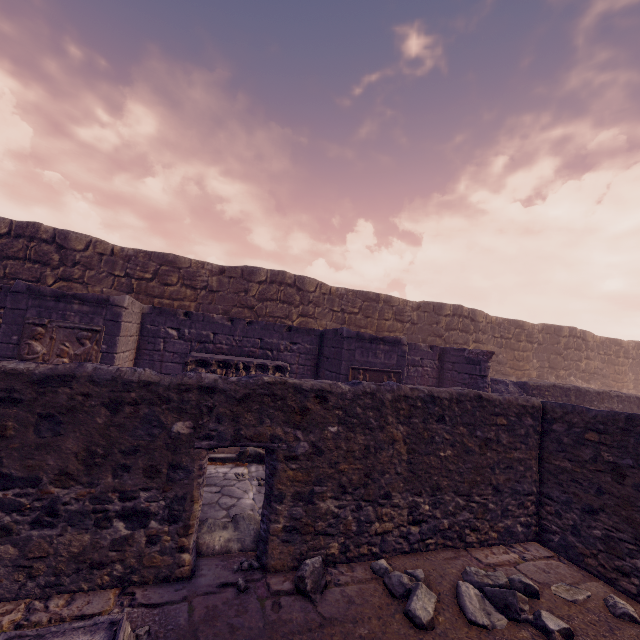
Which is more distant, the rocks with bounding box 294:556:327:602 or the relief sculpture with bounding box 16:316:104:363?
the relief sculpture with bounding box 16:316:104:363

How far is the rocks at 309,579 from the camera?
2.92m

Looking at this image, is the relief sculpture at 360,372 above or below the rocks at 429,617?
above

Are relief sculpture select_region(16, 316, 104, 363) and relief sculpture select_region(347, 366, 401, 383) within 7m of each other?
yes

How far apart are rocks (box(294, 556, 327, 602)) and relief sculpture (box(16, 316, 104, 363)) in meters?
5.5

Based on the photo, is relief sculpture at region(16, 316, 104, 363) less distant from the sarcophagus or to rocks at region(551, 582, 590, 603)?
the sarcophagus

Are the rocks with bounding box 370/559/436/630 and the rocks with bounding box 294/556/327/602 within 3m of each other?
yes

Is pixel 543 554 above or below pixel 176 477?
below
